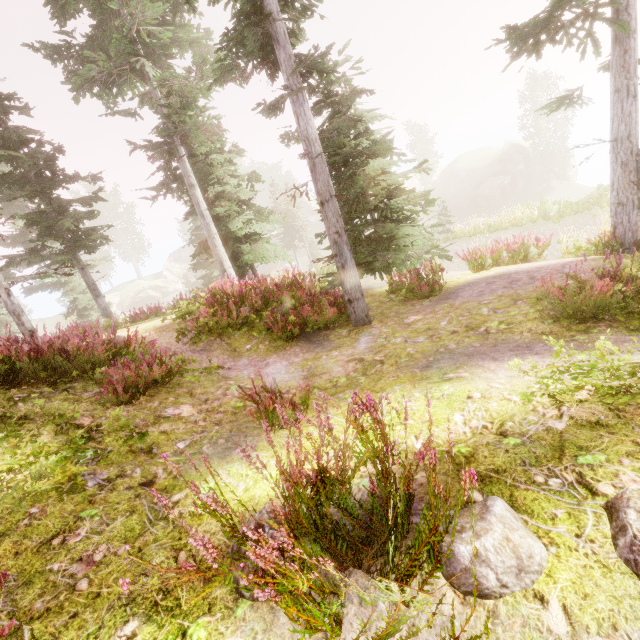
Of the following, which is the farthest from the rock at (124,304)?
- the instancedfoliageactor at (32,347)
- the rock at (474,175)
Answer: the rock at (474,175)

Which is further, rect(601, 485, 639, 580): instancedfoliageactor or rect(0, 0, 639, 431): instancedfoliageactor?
rect(0, 0, 639, 431): instancedfoliageactor

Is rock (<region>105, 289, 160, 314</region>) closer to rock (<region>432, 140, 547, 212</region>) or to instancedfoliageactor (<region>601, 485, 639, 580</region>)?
instancedfoliageactor (<region>601, 485, 639, 580</region>)

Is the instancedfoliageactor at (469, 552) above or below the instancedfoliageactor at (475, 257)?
above

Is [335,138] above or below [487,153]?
above

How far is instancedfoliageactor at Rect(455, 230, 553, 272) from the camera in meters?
9.1

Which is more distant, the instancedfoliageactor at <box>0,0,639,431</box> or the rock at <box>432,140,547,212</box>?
the rock at <box>432,140,547,212</box>
